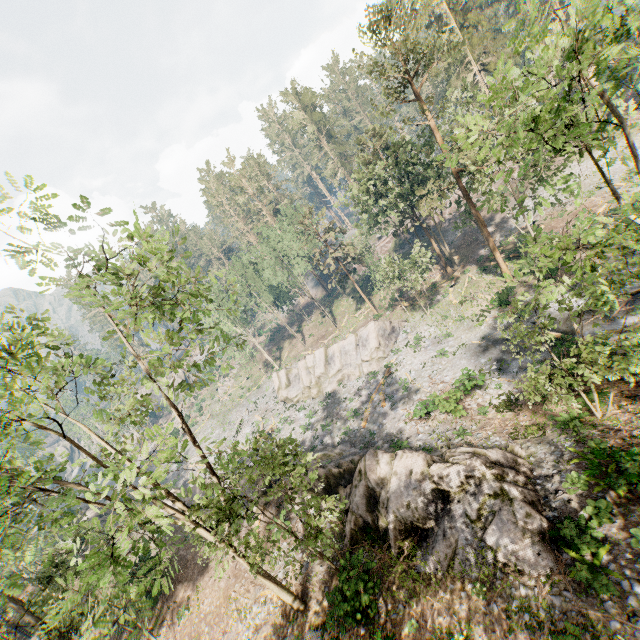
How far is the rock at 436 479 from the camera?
12.55m

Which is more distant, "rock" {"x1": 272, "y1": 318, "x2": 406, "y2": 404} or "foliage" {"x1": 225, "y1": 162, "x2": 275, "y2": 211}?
"foliage" {"x1": 225, "y1": 162, "x2": 275, "y2": 211}

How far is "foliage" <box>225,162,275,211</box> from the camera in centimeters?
5728cm

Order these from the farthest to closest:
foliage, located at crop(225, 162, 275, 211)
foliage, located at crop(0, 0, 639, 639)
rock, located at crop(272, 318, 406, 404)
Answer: foliage, located at crop(225, 162, 275, 211)
rock, located at crop(272, 318, 406, 404)
foliage, located at crop(0, 0, 639, 639)

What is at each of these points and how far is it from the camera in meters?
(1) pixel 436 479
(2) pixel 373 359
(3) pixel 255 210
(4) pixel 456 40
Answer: (1) rock, 15.7
(2) rock, 36.6
(3) foliage, 59.2
(4) foliage, 41.7

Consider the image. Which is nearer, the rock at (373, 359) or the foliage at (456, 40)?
the foliage at (456, 40)

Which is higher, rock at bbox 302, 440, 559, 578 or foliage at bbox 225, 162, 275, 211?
foliage at bbox 225, 162, 275, 211
